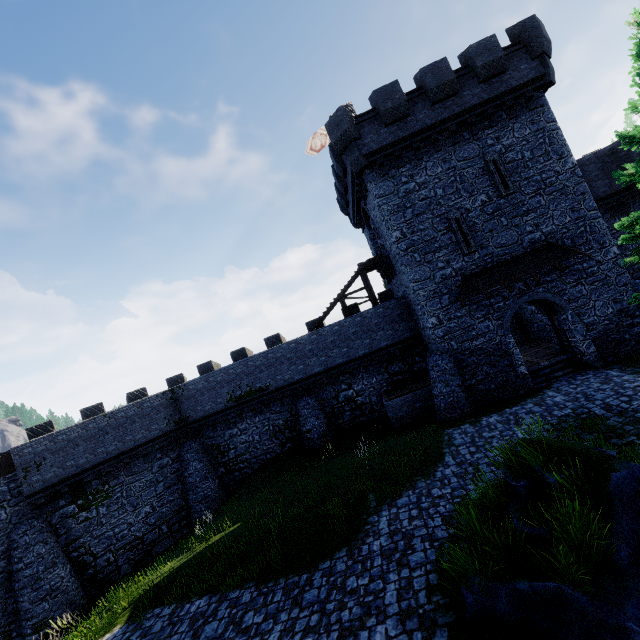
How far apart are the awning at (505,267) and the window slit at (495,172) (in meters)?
2.70

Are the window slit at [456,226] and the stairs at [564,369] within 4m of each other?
no

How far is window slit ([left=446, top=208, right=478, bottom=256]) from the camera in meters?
16.5 m

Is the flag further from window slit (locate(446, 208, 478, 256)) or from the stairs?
the stairs

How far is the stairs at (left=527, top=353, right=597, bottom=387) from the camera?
15.79m

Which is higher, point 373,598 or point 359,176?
point 359,176

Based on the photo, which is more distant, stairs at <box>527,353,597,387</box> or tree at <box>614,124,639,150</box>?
stairs at <box>527,353,597,387</box>

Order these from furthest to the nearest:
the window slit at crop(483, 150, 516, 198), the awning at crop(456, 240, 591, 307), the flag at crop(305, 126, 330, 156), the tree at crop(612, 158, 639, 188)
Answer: the flag at crop(305, 126, 330, 156), the window slit at crop(483, 150, 516, 198), the awning at crop(456, 240, 591, 307), the tree at crop(612, 158, 639, 188)
